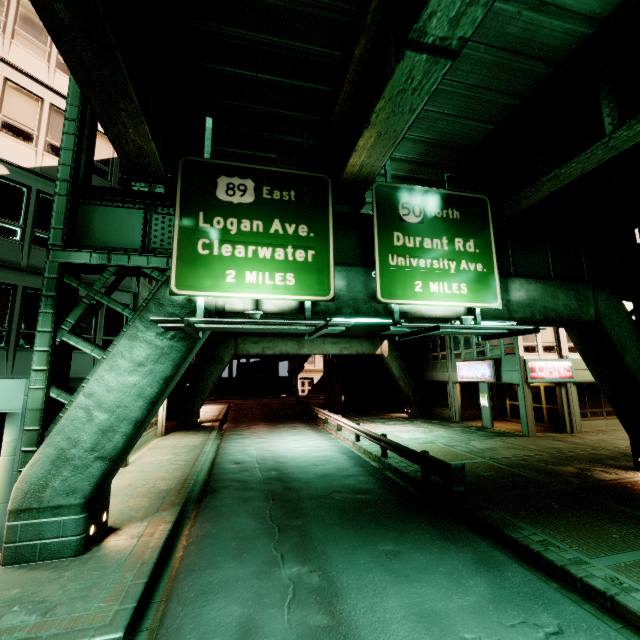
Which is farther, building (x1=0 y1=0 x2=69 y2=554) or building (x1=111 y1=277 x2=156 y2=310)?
building (x1=111 y1=277 x2=156 y2=310)

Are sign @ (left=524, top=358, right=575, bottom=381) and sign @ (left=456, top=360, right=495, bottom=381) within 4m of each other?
yes

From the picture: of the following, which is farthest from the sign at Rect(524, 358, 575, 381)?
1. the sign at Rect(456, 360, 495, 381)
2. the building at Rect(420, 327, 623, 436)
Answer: the sign at Rect(456, 360, 495, 381)

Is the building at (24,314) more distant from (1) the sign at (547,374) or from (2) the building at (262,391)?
(2) the building at (262,391)

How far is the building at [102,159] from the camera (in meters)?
13.88

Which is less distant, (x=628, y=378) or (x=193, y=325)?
(x=193, y=325)

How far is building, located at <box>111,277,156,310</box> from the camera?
14.2 meters

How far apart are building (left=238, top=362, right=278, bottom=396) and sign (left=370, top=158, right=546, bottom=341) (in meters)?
49.57
